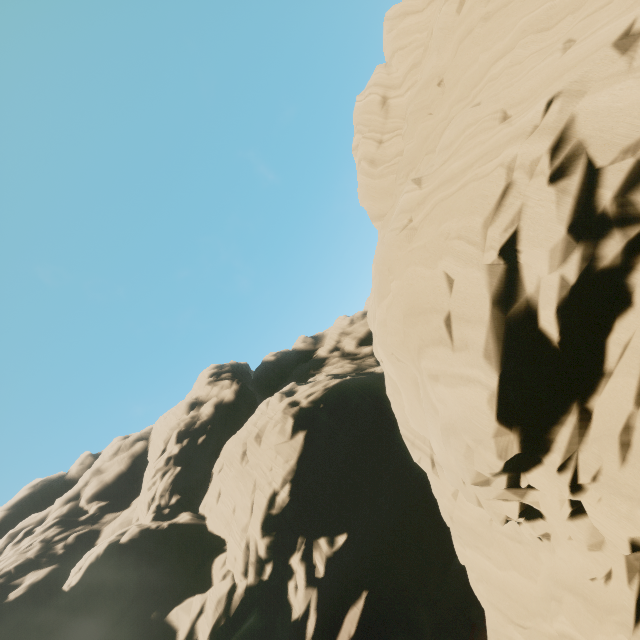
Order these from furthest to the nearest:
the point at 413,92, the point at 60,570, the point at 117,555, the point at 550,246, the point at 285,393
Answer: the point at 285,393 → the point at 60,570 → the point at 117,555 → the point at 413,92 → the point at 550,246
